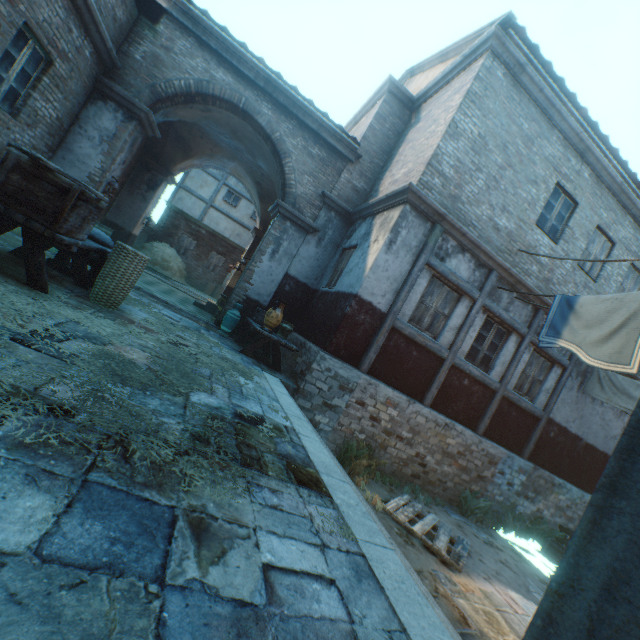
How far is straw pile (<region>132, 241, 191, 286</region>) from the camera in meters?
17.1

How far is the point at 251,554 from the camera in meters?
1.6

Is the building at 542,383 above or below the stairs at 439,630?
above

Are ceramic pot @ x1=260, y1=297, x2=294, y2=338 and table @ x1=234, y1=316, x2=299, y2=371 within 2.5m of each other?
yes

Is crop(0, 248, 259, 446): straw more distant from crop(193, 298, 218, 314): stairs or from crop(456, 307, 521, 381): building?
crop(193, 298, 218, 314): stairs

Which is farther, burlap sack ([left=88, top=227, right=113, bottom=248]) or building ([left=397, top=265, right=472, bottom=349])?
building ([left=397, top=265, right=472, bottom=349])

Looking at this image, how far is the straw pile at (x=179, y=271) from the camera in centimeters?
1711cm

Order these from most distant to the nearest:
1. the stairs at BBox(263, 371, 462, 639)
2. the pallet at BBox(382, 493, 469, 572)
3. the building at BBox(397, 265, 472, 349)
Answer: the building at BBox(397, 265, 472, 349) < the pallet at BBox(382, 493, 469, 572) < the stairs at BBox(263, 371, 462, 639)
